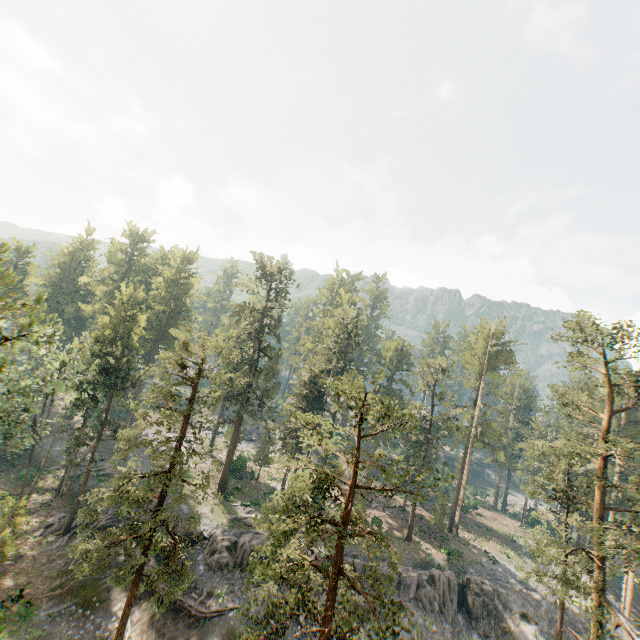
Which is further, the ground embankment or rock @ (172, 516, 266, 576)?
rock @ (172, 516, 266, 576)

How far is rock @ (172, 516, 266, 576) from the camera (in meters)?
30.32

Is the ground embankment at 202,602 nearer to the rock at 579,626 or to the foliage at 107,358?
the rock at 579,626

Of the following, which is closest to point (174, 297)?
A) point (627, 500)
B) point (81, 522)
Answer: point (81, 522)

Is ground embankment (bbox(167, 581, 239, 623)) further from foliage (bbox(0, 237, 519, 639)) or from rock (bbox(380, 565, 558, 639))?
foliage (bbox(0, 237, 519, 639))

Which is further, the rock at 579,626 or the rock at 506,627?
the rock at 579,626

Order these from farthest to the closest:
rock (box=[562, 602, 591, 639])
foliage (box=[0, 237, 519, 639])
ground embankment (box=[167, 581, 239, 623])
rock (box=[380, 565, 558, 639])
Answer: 1. rock (box=[562, 602, 591, 639])
2. rock (box=[380, 565, 558, 639])
3. ground embankment (box=[167, 581, 239, 623])
4. foliage (box=[0, 237, 519, 639])

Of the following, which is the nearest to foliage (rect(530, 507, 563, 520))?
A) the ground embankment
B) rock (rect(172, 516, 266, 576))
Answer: rock (rect(172, 516, 266, 576))
